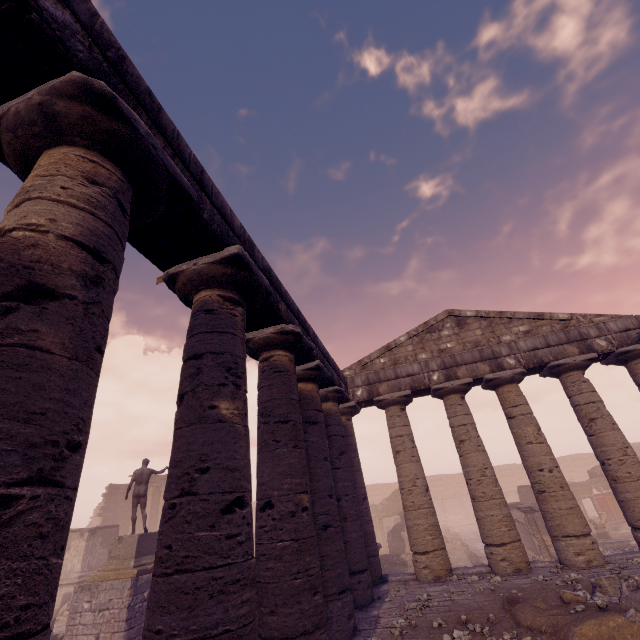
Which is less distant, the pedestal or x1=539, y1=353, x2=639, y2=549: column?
x1=539, y1=353, x2=639, y2=549: column

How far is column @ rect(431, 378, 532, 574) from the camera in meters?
9.0

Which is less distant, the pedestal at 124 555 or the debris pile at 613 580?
the debris pile at 613 580

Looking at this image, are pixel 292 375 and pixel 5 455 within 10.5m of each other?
yes

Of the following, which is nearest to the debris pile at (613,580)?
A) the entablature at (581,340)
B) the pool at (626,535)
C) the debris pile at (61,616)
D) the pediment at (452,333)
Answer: the entablature at (581,340)

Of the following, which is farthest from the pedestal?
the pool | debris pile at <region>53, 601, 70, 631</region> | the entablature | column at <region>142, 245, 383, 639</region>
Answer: the pool

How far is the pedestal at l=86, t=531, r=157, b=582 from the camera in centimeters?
1120cm

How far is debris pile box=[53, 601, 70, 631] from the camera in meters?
14.6
